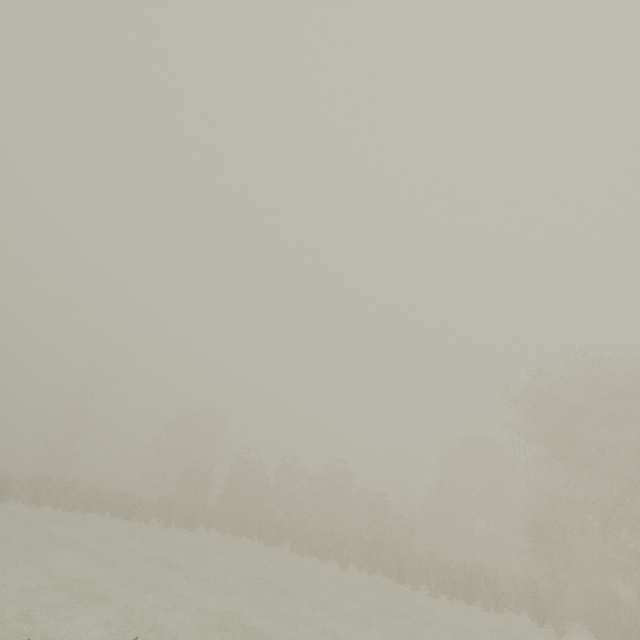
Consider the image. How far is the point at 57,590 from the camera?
11.1m
